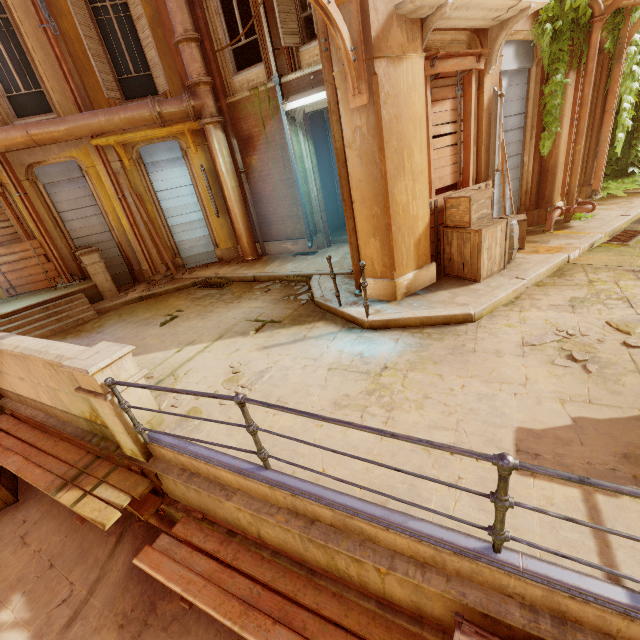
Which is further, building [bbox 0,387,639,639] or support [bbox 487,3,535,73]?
support [bbox 487,3,535,73]

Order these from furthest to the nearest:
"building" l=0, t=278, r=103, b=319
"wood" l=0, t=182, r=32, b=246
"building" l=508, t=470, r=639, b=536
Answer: "wood" l=0, t=182, r=32, b=246 < "building" l=0, t=278, r=103, b=319 < "building" l=508, t=470, r=639, b=536

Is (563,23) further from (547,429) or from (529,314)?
(547,429)

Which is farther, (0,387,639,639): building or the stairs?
the stairs

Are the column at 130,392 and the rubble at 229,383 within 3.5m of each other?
yes

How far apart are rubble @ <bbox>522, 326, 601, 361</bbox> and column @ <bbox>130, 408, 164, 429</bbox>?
4.91m

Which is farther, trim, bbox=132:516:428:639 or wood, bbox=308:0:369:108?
wood, bbox=308:0:369:108

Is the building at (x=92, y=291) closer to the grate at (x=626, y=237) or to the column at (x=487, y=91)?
the grate at (x=626, y=237)
